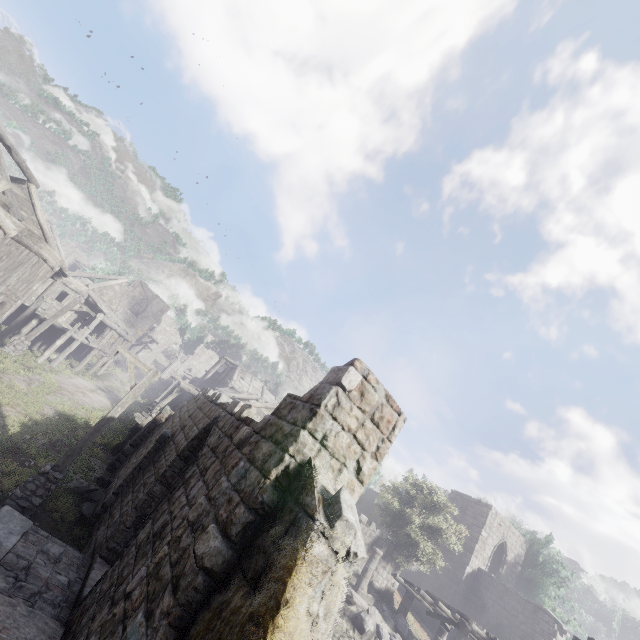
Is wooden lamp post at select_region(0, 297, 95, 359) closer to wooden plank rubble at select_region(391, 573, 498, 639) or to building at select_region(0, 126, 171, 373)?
building at select_region(0, 126, 171, 373)

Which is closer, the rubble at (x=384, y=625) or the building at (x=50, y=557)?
the building at (x=50, y=557)

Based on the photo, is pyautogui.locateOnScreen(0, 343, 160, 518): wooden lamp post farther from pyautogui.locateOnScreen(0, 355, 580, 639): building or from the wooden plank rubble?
the wooden plank rubble

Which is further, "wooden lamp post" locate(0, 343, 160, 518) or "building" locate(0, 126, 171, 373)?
"building" locate(0, 126, 171, 373)

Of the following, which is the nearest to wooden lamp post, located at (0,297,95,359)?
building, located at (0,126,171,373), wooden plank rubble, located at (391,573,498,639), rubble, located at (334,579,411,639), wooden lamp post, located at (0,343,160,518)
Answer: building, located at (0,126,171,373)

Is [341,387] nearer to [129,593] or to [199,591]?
[199,591]

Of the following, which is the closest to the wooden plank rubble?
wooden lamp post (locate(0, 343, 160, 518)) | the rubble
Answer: the rubble

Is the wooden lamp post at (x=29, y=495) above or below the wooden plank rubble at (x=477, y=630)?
below
